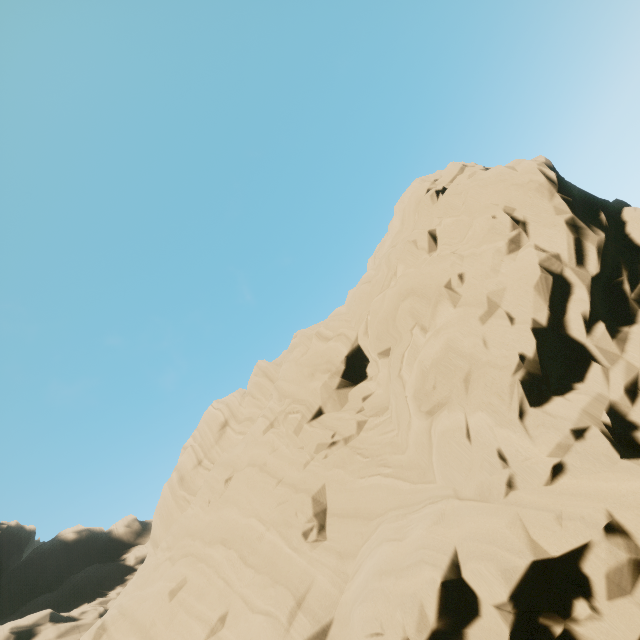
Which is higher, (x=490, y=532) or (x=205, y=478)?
(x=205, y=478)
